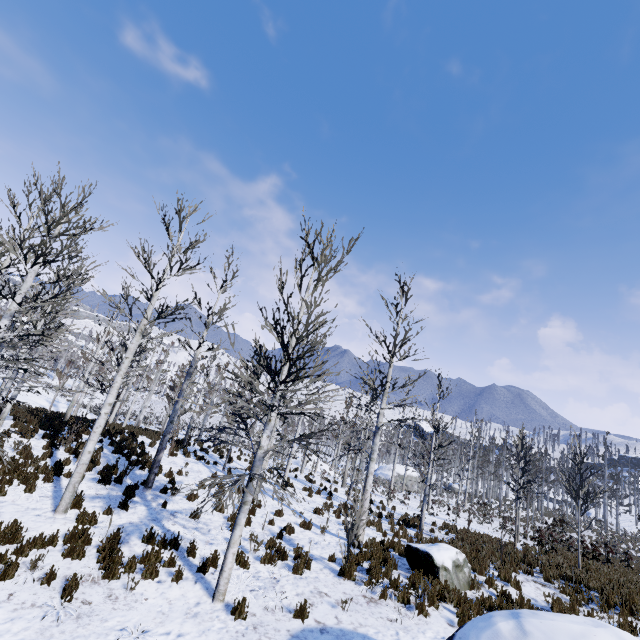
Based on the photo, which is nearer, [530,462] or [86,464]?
[86,464]

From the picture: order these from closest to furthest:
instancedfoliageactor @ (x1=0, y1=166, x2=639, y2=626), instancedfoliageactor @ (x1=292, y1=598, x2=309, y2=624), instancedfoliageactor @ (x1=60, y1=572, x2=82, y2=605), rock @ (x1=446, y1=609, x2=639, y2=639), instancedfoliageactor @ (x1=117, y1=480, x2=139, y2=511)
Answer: rock @ (x1=446, y1=609, x2=639, y2=639) → instancedfoliageactor @ (x1=60, y1=572, x2=82, y2=605) → instancedfoliageactor @ (x1=292, y1=598, x2=309, y2=624) → instancedfoliageactor @ (x1=0, y1=166, x2=639, y2=626) → instancedfoliageactor @ (x1=117, y1=480, x2=139, y2=511)

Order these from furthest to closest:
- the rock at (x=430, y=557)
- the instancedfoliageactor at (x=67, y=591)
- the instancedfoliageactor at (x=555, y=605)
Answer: the rock at (x=430, y=557), the instancedfoliageactor at (x=555, y=605), the instancedfoliageactor at (x=67, y=591)

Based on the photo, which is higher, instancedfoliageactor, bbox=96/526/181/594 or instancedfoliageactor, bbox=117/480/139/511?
instancedfoliageactor, bbox=117/480/139/511

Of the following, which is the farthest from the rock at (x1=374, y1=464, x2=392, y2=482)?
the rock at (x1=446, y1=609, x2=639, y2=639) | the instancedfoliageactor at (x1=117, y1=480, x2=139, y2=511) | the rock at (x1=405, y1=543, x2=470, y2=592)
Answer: the rock at (x1=446, y1=609, x2=639, y2=639)

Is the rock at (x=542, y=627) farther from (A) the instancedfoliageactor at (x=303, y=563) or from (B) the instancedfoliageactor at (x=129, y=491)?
(B) the instancedfoliageactor at (x=129, y=491)

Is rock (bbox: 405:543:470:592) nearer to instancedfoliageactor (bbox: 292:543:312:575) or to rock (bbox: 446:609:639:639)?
instancedfoliageactor (bbox: 292:543:312:575)

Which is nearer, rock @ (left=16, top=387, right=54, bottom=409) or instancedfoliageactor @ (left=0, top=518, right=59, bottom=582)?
instancedfoliageactor @ (left=0, top=518, right=59, bottom=582)
